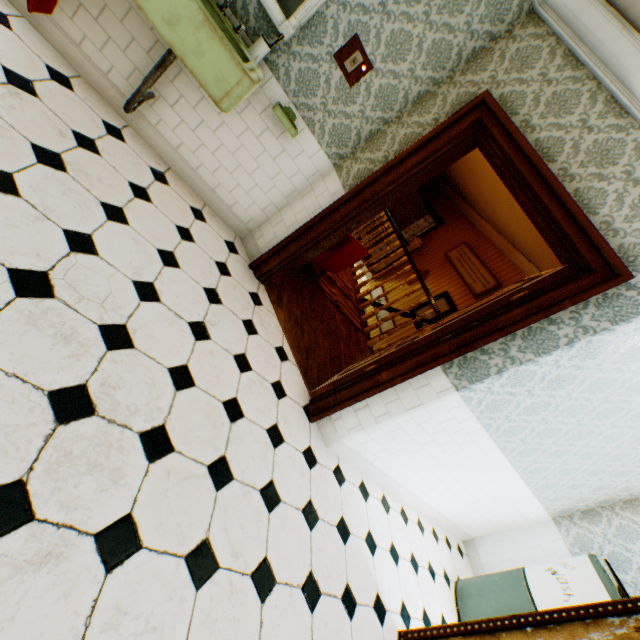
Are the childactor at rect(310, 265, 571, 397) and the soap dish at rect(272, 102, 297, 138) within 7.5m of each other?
yes

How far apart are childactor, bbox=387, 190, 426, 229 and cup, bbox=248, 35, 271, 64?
8.5m

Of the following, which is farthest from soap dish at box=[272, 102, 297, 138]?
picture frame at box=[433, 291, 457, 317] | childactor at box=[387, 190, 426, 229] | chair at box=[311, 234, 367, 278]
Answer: childactor at box=[387, 190, 426, 229]

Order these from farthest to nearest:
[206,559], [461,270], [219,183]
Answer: [461,270] < [219,183] < [206,559]

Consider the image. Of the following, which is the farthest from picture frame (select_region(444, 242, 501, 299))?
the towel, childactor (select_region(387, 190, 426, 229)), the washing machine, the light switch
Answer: the towel

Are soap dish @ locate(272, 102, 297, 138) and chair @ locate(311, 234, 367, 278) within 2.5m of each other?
yes

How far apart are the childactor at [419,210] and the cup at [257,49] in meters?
8.5

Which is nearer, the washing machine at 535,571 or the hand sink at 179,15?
the hand sink at 179,15
